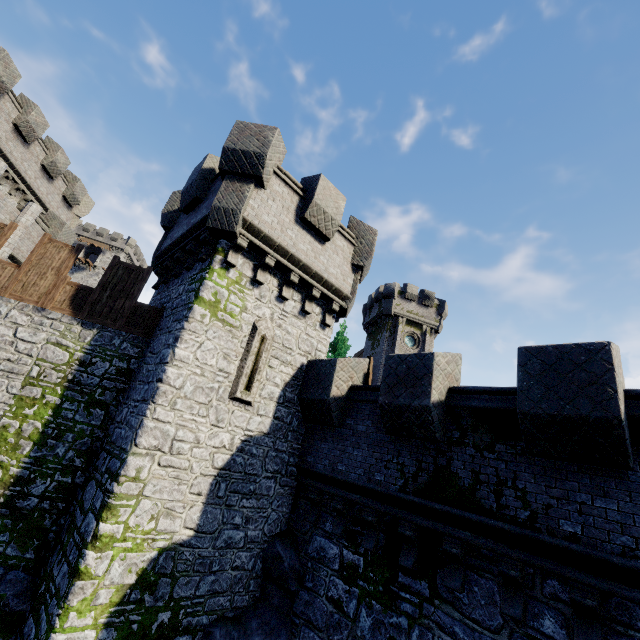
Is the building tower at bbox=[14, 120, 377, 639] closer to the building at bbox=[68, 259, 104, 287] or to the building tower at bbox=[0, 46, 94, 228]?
the building tower at bbox=[0, 46, 94, 228]

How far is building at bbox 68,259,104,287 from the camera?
58.2 meters

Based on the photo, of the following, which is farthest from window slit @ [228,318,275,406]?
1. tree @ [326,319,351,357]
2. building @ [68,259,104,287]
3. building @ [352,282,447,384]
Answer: building @ [68,259,104,287]

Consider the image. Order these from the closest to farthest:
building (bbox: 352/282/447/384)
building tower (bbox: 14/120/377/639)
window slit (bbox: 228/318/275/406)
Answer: building tower (bbox: 14/120/377/639), window slit (bbox: 228/318/275/406), building (bbox: 352/282/447/384)

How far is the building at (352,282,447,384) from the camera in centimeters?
3409cm

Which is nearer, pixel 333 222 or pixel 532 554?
pixel 532 554

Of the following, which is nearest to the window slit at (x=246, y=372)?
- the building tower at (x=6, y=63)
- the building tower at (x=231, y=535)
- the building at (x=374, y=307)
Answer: the building tower at (x=231, y=535)

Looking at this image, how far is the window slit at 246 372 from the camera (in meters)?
8.61
